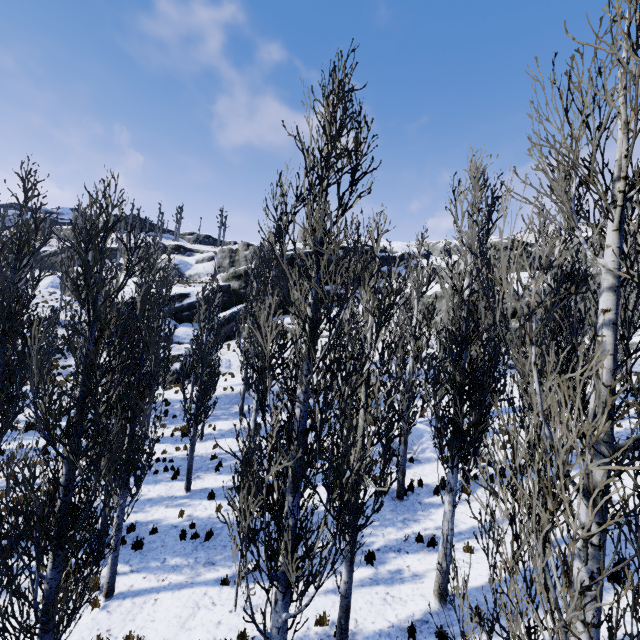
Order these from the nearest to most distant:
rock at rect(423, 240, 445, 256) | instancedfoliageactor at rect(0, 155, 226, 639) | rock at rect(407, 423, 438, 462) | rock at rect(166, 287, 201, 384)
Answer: instancedfoliageactor at rect(0, 155, 226, 639) → rock at rect(407, 423, 438, 462) → rock at rect(166, 287, 201, 384) → rock at rect(423, 240, 445, 256)

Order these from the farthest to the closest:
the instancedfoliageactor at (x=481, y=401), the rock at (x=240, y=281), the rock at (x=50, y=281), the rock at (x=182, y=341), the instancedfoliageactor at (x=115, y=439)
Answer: the rock at (x=50, y=281)
the rock at (x=240, y=281)
the rock at (x=182, y=341)
the instancedfoliageactor at (x=115, y=439)
the instancedfoliageactor at (x=481, y=401)

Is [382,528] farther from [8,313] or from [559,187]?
[8,313]

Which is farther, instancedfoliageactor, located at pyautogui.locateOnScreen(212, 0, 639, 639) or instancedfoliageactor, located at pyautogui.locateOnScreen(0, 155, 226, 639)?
instancedfoliageactor, located at pyautogui.locateOnScreen(0, 155, 226, 639)

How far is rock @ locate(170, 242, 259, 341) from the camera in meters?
34.0 m

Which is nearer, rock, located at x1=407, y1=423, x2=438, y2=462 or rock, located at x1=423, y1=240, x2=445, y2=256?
rock, located at x1=407, y1=423, x2=438, y2=462

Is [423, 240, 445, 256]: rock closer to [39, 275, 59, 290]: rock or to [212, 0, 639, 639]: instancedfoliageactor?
[39, 275, 59, 290]: rock

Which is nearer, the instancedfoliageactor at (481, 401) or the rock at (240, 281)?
the instancedfoliageactor at (481, 401)
